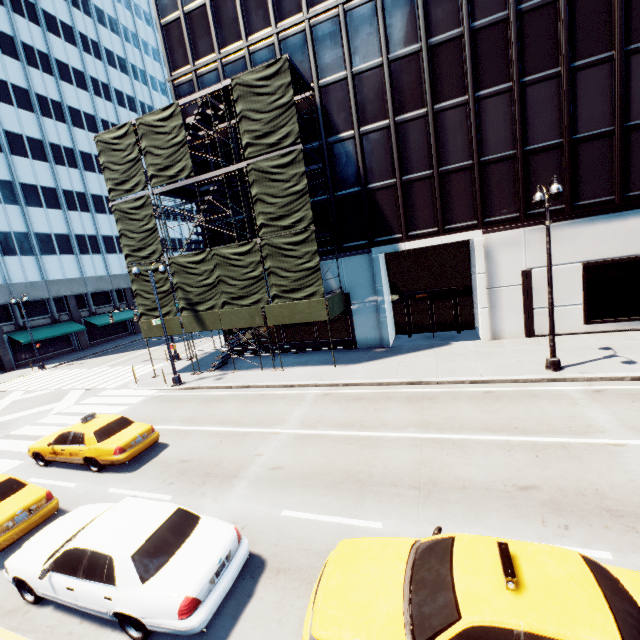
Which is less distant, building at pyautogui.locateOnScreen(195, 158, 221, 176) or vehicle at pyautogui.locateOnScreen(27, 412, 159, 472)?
vehicle at pyautogui.locateOnScreen(27, 412, 159, 472)

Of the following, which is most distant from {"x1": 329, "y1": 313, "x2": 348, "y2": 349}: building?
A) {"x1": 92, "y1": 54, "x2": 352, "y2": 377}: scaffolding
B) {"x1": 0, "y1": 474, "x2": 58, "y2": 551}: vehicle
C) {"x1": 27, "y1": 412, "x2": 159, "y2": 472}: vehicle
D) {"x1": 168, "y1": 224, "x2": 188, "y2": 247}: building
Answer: {"x1": 168, "y1": 224, "x2": 188, "y2": 247}: building

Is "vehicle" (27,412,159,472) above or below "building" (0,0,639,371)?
below

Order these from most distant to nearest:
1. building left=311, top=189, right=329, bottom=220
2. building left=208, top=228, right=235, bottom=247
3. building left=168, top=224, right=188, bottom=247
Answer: building left=168, top=224, right=188, bottom=247 → building left=208, top=228, right=235, bottom=247 → building left=311, top=189, right=329, bottom=220

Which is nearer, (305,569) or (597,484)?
(305,569)

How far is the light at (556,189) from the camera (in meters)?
11.11

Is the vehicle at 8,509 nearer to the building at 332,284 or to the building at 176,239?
the building at 332,284

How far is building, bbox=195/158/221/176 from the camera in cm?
2169
